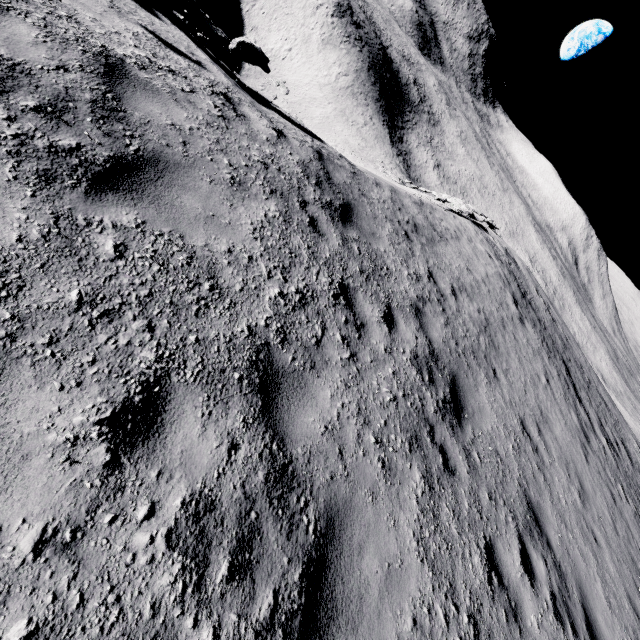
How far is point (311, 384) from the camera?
3.52m
